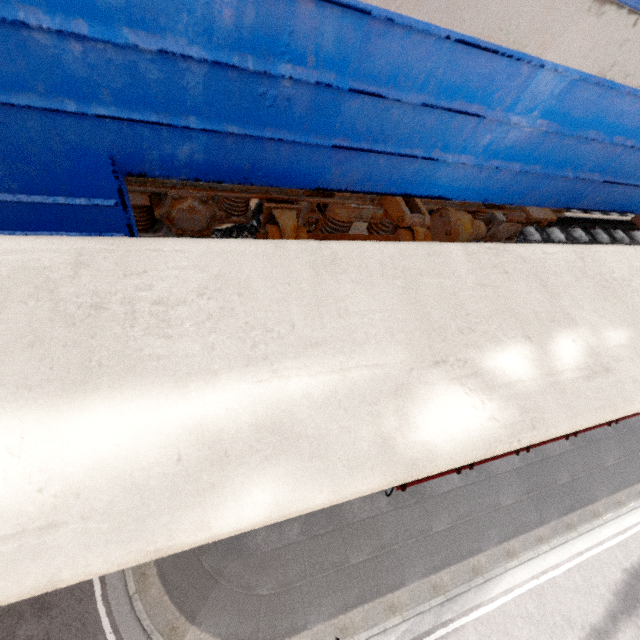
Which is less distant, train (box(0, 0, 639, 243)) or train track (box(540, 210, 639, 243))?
train (box(0, 0, 639, 243))

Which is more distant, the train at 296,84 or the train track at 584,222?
the train track at 584,222

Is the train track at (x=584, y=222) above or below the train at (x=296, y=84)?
below

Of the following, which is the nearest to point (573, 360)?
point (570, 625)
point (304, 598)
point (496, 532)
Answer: point (304, 598)

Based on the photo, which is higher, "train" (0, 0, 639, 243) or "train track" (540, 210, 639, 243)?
"train" (0, 0, 639, 243)
